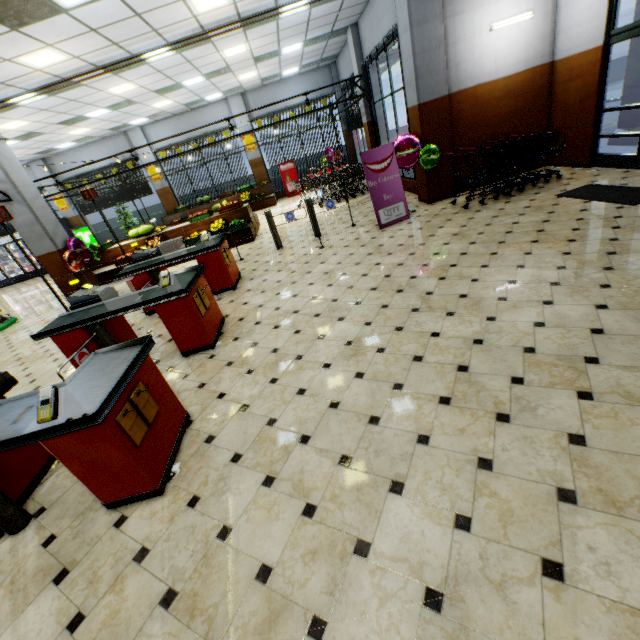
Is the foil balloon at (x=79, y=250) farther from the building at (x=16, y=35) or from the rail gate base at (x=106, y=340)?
the rail gate base at (x=106, y=340)

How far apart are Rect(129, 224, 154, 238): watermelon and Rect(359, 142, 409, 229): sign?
7.6m

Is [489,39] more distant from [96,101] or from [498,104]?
[96,101]

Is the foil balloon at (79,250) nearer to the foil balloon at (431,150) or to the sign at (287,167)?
the foil balloon at (431,150)

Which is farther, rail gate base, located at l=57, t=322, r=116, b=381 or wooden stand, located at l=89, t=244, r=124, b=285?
wooden stand, located at l=89, t=244, r=124, b=285

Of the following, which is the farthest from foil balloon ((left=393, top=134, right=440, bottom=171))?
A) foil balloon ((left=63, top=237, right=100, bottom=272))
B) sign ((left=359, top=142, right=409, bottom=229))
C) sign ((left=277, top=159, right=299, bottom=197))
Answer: sign ((left=277, top=159, right=299, bottom=197))

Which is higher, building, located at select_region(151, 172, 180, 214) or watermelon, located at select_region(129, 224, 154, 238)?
building, located at select_region(151, 172, 180, 214)

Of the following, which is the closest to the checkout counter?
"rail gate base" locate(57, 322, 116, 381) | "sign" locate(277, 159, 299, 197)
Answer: "rail gate base" locate(57, 322, 116, 381)
